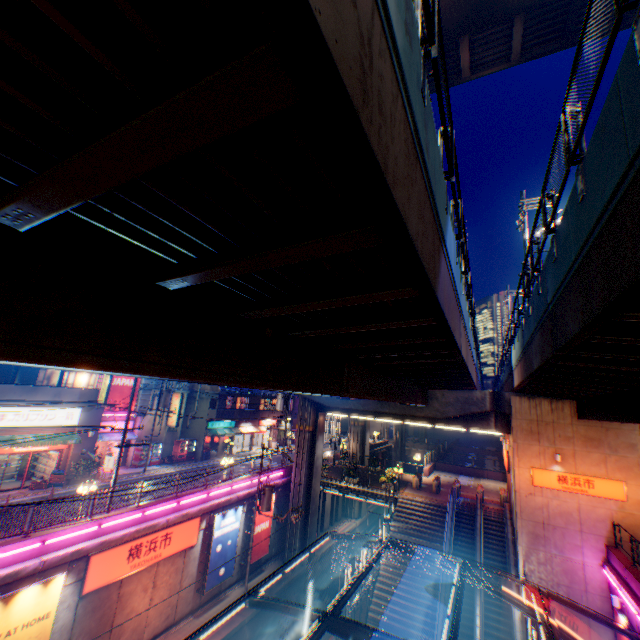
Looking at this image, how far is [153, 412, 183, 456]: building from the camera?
32.38m

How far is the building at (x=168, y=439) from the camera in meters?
32.4 m

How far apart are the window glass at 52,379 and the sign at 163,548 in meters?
13.5

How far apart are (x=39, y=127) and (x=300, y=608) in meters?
13.8

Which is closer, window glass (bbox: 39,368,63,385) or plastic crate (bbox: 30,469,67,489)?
plastic crate (bbox: 30,469,67,489)

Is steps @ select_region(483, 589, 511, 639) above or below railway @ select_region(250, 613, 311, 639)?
above

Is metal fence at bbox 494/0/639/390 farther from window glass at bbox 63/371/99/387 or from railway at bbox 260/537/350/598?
window glass at bbox 63/371/99/387

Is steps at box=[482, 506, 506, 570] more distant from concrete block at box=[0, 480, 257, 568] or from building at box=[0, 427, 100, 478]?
building at box=[0, 427, 100, 478]
